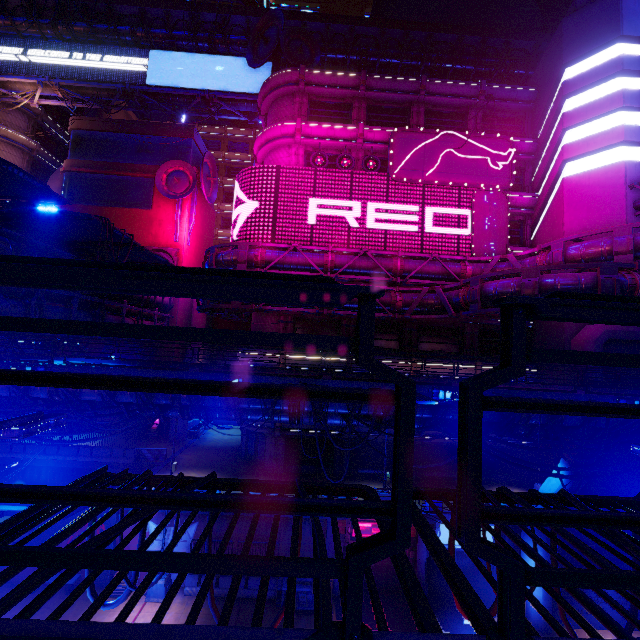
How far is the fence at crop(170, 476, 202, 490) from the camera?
3.1m

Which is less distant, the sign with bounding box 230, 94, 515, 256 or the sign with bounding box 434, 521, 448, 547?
the sign with bounding box 434, 521, 448, 547

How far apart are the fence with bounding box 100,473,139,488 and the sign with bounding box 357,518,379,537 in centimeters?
1765cm

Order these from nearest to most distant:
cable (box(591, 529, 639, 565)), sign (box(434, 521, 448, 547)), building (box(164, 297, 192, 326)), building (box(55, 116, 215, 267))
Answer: cable (box(591, 529, 639, 565)) → sign (box(434, 521, 448, 547)) → building (box(164, 297, 192, 326)) → building (box(55, 116, 215, 267))

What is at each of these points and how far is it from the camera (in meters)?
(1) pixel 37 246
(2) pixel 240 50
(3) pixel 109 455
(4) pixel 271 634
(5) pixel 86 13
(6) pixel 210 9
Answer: (1) walkway, 17.31
(2) walkway, 34.06
(3) fence, 24.61
(4) walkway, 1.15
(5) walkway, 31.91
(6) walkway, 31.78

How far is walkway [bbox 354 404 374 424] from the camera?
13.2 meters

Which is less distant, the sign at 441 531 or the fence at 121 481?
the fence at 121 481

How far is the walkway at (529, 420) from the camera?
13.3m
